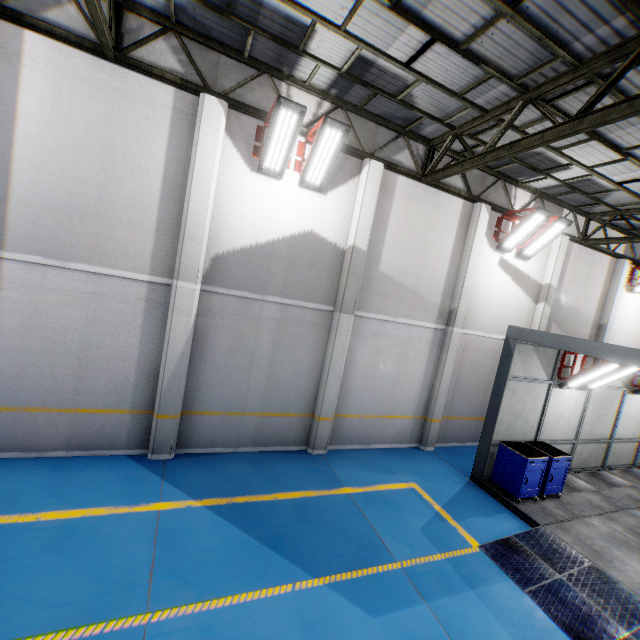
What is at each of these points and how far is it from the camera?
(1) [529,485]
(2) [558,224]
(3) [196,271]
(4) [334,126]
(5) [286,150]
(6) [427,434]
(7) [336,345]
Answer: (1) toolbox, 8.09m
(2) light, 9.84m
(3) cement column, 7.02m
(4) light, 6.70m
(5) light, 7.00m
(6) cement column, 10.42m
(7) cement column, 8.62m

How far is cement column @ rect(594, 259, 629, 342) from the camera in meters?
13.0 m

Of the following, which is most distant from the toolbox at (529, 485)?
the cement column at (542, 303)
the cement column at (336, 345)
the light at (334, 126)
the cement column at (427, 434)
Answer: the light at (334, 126)

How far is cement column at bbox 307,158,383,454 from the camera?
8.3m

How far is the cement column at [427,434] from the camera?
9.8m

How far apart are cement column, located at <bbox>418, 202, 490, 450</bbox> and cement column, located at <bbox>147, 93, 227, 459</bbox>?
7.4m

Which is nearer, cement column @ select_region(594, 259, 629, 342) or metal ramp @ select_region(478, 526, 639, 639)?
metal ramp @ select_region(478, 526, 639, 639)

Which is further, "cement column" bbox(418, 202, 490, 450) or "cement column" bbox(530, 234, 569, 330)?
"cement column" bbox(530, 234, 569, 330)
